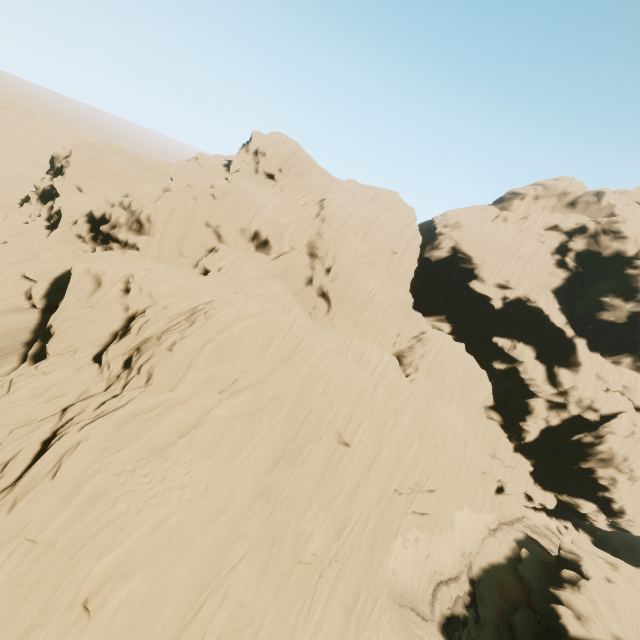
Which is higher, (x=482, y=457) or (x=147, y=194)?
(x=147, y=194)
